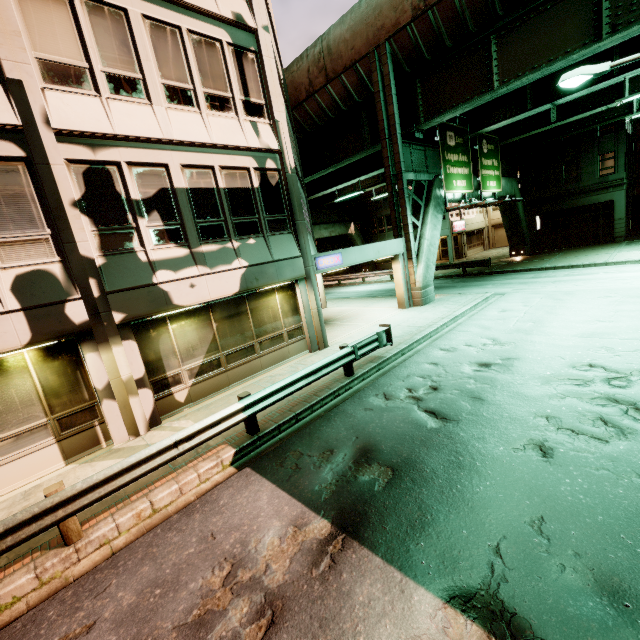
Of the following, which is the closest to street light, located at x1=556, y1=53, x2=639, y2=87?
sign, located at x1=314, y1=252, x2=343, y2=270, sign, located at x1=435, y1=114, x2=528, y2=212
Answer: sign, located at x1=435, y1=114, x2=528, y2=212

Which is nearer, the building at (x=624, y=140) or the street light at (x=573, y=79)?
the street light at (x=573, y=79)

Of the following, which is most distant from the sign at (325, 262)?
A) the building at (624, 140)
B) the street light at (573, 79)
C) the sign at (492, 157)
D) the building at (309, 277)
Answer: the building at (624, 140)

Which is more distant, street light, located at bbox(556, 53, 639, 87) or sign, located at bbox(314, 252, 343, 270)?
sign, located at bbox(314, 252, 343, 270)

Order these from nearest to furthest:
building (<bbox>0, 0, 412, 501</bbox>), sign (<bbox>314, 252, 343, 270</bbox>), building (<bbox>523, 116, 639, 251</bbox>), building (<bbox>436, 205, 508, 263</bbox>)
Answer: building (<bbox>0, 0, 412, 501</bbox>) < sign (<bbox>314, 252, 343, 270</bbox>) < building (<bbox>523, 116, 639, 251</bbox>) < building (<bbox>436, 205, 508, 263</bbox>)

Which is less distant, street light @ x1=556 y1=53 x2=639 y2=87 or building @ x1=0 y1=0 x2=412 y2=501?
building @ x1=0 y1=0 x2=412 y2=501

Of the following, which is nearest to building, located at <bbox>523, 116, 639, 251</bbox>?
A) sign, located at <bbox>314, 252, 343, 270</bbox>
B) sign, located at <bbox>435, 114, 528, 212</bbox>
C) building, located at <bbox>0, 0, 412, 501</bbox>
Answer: sign, located at <bbox>435, 114, 528, 212</bbox>

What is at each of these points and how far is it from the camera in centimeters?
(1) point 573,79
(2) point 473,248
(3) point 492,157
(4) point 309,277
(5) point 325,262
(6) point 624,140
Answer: (1) street light, 995cm
(2) building, 4084cm
(3) sign, 2241cm
(4) building, 1244cm
(5) sign, 1293cm
(6) building, 2528cm
